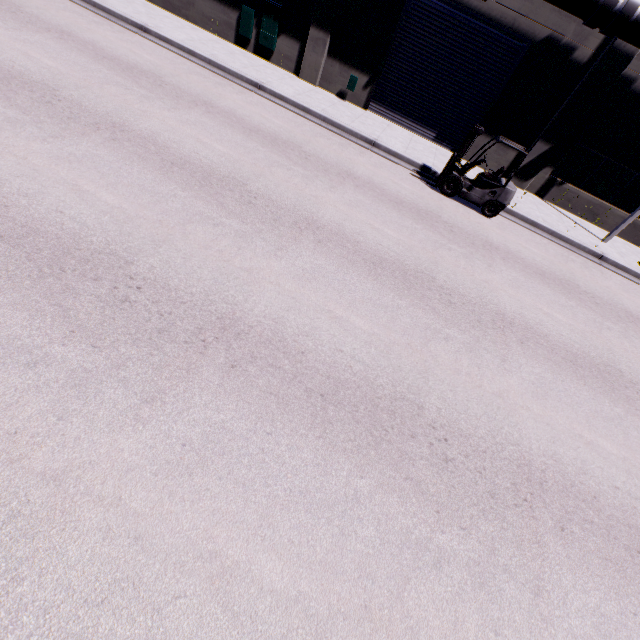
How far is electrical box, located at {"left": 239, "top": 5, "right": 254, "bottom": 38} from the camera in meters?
14.2

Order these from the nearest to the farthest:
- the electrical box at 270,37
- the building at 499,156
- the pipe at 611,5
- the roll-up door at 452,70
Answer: the pipe at 611,5 < the roll-up door at 452,70 < the electrical box at 270,37 < the building at 499,156

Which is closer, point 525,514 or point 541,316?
point 525,514

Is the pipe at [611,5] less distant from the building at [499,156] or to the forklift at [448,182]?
the building at [499,156]

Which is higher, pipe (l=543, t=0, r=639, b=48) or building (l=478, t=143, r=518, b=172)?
pipe (l=543, t=0, r=639, b=48)

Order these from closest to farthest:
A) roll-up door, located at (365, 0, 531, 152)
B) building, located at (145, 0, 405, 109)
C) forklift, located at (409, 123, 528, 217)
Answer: forklift, located at (409, 123, 528, 217), roll-up door, located at (365, 0, 531, 152), building, located at (145, 0, 405, 109)

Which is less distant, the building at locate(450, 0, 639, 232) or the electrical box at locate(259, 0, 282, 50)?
the building at locate(450, 0, 639, 232)

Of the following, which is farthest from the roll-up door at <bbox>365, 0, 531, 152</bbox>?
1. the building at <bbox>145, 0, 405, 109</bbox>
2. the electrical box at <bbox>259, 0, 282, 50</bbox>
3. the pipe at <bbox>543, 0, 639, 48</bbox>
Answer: the electrical box at <bbox>259, 0, 282, 50</bbox>
